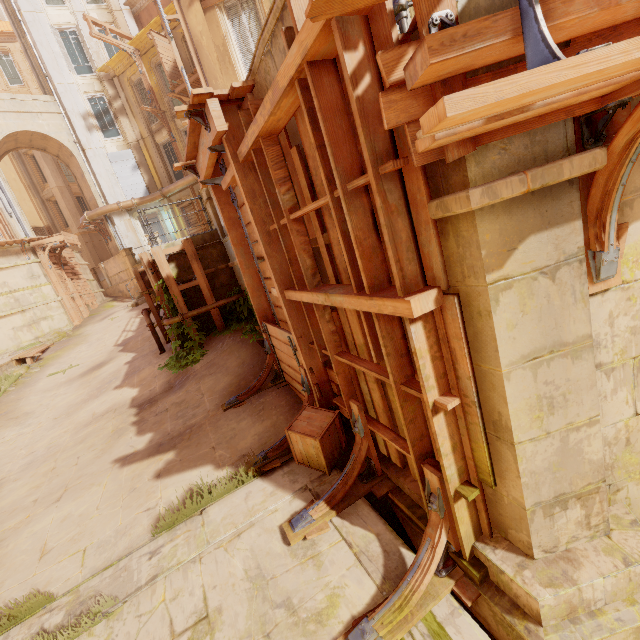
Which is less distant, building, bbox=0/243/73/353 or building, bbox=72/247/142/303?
building, bbox=0/243/73/353

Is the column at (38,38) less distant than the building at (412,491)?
No

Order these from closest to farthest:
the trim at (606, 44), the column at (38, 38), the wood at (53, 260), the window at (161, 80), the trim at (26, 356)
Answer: the trim at (606, 44)
the trim at (26, 356)
the wood at (53, 260)
the column at (38, 38)
the window at (161, 80)

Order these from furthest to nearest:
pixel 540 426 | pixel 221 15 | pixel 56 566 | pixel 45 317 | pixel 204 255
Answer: pixel 45 317 < pixel 221 15 < pixel 204 255 < pixel 56 566 < pixel 540 426

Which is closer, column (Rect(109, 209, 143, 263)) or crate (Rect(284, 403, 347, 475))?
crate (Rect(284, 403, 347, 475))

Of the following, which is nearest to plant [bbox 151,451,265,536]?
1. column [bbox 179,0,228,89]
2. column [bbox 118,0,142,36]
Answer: column [bbox 179,0,228,89]

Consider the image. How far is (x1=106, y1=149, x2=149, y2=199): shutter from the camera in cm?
2172

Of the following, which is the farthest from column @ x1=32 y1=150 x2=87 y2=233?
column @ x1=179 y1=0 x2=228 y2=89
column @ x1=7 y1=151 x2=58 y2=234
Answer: column @ x1=179 y1=0 x2=228 y2=89
